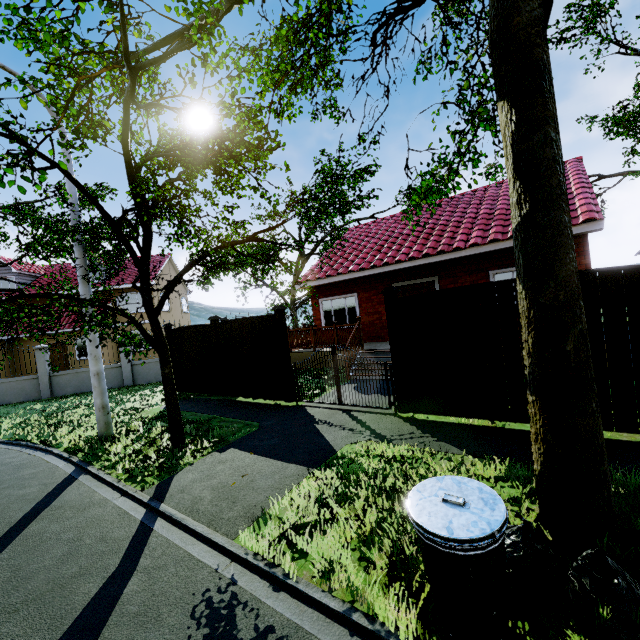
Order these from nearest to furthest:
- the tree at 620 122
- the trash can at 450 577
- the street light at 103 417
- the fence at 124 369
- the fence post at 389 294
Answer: the trash can at 450 577 < the fence post at 389 294 < the street light at 103 417 < the tree at 620 122 < the fence at 124 369

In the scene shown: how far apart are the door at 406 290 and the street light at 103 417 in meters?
9.6

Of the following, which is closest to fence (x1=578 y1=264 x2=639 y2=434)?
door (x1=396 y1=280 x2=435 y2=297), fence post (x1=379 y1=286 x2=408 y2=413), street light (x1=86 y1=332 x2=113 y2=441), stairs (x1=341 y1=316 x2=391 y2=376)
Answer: fence post (x1=379 y1=286 x2=408 y2=413)

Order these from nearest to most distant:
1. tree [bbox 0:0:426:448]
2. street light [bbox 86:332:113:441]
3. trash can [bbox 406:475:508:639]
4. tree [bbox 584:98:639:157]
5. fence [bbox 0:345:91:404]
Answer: trash can [bbox 406:475:508:639] < tree [bbox 0:0:426:448] < street light [bbox 86:332:113:441] < tree [bbox 584:98:639:157] < fence [bbox 0:345:91:404]

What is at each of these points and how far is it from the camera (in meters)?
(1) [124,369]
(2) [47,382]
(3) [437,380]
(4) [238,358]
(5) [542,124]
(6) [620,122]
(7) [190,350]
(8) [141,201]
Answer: (1) fence, 15.62
(2) fence, 15.17
(3) fence, 6.11
(4) fence, 9.70
(5) tree, 2.79
(6) tree, 17.22
(7) fence, 11.28
(8) tree, 5.98

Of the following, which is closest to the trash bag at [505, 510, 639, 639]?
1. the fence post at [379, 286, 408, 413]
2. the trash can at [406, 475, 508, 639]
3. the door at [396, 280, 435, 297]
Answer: the trash can at [406, 475, 508, 639]

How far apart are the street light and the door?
9.6 meters

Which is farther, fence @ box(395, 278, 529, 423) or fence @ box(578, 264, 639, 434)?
fence @ box(395, 278, 529, 423)
